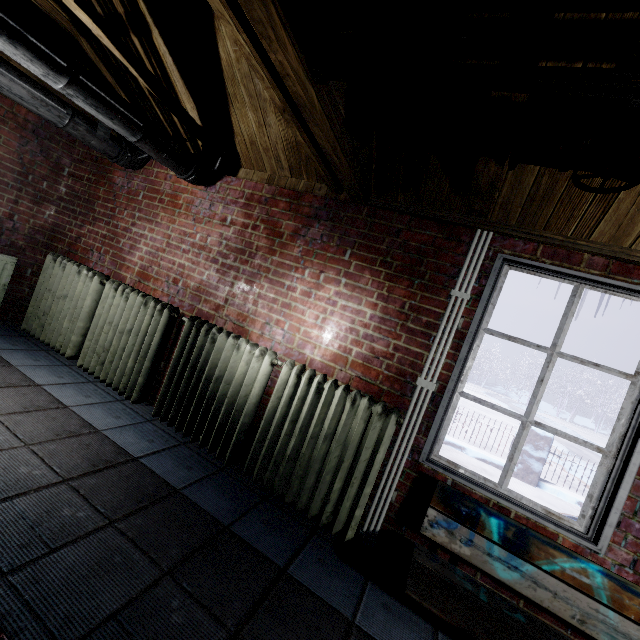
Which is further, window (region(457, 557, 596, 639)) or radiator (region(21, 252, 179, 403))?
radiator (region(21, 252, 179, 403))

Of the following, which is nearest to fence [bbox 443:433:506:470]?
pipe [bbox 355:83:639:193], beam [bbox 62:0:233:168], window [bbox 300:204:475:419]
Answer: window [bbox 300:204:475:419]

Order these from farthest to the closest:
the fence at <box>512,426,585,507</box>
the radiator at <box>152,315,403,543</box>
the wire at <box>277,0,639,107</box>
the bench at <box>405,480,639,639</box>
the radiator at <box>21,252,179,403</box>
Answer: the fence at <box>512,426,585,507</box> → the radiator at <box>21,252,179,403</box> → the radiator at <box>152,315,403,543</box> → the bench at <box>405,480,639,639</box> → the wire at <box>277,0,639,107</box>

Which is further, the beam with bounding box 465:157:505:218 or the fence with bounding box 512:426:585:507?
the fence with bounding box 512:426:585:507

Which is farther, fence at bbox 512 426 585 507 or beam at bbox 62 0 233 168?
fence at bbox 512 426 585 507

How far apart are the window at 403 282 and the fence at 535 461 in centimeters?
375cm

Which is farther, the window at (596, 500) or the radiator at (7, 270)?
the radiator at (7, 270)

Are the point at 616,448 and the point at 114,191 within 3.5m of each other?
no
